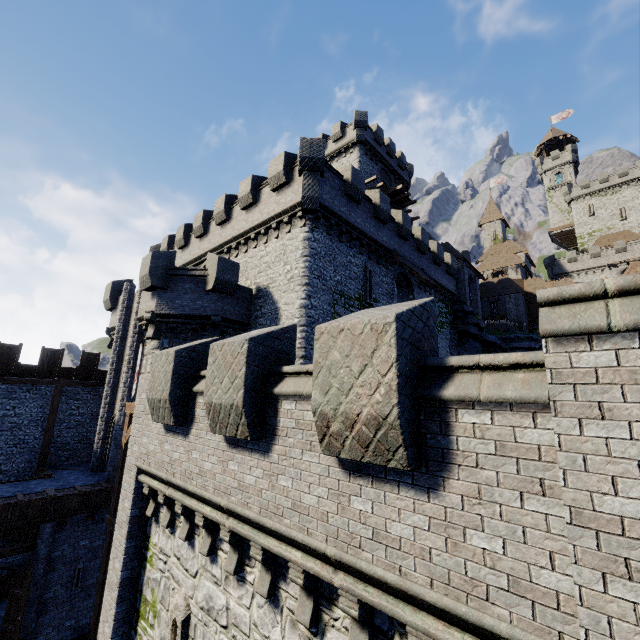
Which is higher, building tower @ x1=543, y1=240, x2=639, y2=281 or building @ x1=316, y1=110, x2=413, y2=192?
building @ x1=316, y1=110, x2=413, y2=192

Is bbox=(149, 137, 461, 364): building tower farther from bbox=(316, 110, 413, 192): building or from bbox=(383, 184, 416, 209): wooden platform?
bbox=(383, 184, 416, 209): wooden platform

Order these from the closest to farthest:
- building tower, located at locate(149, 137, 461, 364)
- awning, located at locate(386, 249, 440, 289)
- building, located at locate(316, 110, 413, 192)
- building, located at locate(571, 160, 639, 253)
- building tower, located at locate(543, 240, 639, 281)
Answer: building tower, located at locate(149, 137, 461, 364)
awning, located at locate(386, 249, 440, 289)
building, located at locate(316, 110, 413, 192)
building tower, located at locate(543, 240, 639, 281)
building, located at locate(571, 160, 639, 253)

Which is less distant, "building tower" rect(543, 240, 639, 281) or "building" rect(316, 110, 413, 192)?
"building" rect(316, 110, 413, 192)

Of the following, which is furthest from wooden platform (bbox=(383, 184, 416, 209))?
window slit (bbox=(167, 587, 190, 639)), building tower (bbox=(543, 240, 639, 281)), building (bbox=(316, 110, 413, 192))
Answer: building tower (bbox=(543, 240, 639, 281))

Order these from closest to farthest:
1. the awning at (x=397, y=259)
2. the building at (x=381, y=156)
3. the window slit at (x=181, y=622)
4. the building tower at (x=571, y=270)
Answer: the window slit at (x=181, y=622) < the awning at (x=397, y=259) < the building at (x=381, y=156) < the building tower at (x=571, y=270)

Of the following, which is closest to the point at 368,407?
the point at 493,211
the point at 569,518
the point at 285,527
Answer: the point at 569,518

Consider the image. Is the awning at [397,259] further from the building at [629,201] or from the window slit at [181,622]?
the building at [629,201]
